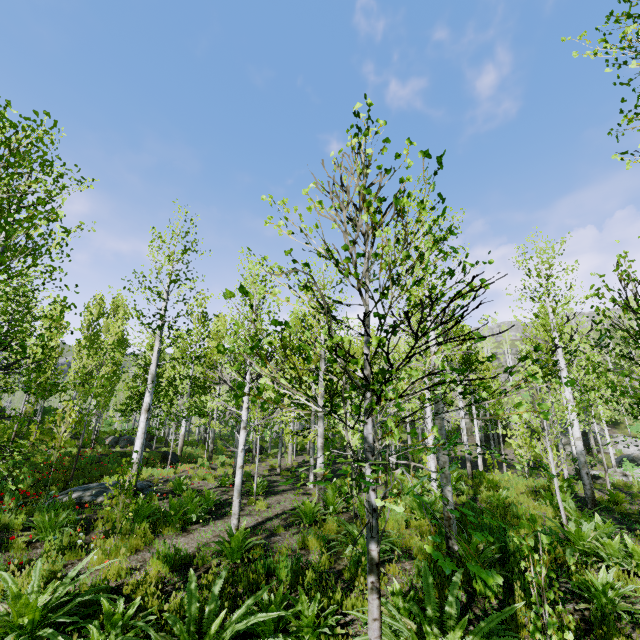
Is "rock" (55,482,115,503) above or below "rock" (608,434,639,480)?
below

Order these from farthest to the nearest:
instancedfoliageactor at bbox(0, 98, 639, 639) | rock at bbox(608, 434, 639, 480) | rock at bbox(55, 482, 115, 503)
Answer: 1. rock at bbox(608, 434, 639, 480)
2. rock at bbox(55, 482, 115, 503)
3. instancedfoliageactor at bbox(0, 98, 639, 639)

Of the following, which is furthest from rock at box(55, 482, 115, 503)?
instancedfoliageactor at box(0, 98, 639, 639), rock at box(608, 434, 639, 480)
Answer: rock at box(608, 434, 639, 480)

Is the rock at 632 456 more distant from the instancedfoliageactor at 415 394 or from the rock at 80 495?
the rock at 80 495

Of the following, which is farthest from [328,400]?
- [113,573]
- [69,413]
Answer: [69,413]

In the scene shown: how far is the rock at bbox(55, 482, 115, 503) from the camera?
9.5 meters

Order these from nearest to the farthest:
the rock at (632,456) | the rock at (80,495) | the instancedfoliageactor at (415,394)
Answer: the instancedfoliageactor at (415,394) < the rock at (80,495) < the rock at (632,456)
